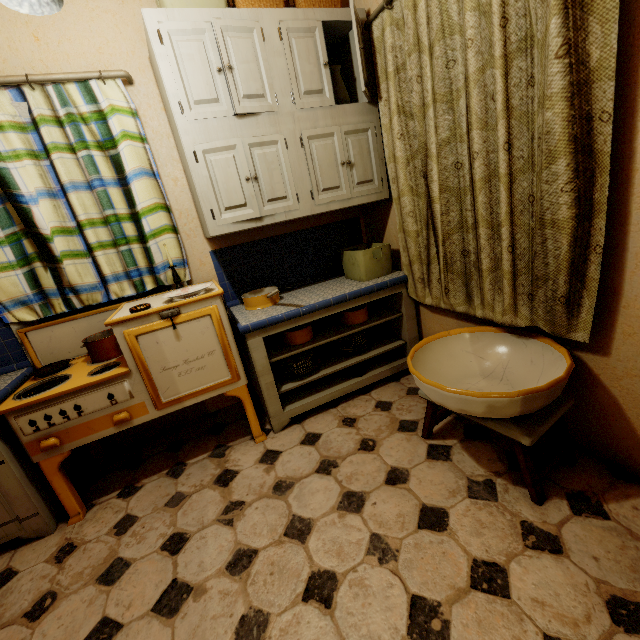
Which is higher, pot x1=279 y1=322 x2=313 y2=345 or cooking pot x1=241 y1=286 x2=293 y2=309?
cooking pot x1=241 y1=286 x2=293 y2=309

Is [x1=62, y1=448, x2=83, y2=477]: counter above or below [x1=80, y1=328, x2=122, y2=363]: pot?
below

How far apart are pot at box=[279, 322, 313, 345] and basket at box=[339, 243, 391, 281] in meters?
0.5

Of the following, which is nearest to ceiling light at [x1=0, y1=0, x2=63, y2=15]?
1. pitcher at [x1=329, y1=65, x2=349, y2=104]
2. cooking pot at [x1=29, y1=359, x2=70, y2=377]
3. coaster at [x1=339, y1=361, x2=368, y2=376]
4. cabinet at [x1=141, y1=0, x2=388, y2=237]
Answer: cabinet at [x1=141, y1=0, x2=388, y2=237]

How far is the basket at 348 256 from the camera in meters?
2.3

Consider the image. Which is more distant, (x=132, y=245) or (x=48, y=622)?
(x=132, y=245)

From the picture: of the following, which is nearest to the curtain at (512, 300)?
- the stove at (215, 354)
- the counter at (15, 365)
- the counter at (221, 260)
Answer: the counter at (221, 260)

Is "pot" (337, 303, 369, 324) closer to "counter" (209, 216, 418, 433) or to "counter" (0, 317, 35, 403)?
"counter" (209, 216, 418, 433)
